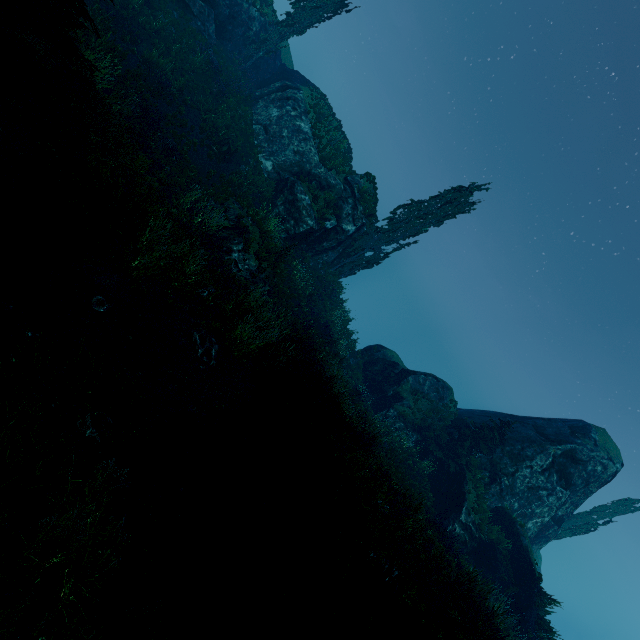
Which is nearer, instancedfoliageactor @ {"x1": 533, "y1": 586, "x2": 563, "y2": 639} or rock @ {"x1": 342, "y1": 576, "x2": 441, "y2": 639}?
rock @ {"x1": 342, "y1": 576, "x2": 441, "y2": 639}

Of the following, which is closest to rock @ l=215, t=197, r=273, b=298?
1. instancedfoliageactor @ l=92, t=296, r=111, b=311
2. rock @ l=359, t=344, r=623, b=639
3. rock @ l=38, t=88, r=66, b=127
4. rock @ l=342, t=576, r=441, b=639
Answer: rock @ l=38, t=88, r=66, b=127

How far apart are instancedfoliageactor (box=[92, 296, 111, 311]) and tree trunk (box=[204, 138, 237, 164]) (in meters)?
13.43

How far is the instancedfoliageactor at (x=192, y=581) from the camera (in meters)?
4.41

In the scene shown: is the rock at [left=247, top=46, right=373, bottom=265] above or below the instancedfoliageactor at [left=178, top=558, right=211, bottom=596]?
above

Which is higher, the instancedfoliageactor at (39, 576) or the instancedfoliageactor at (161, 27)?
the instancedfoliageactor at (161, 27)

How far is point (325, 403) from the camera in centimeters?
1202cm

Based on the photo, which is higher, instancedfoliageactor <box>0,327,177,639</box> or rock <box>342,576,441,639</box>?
rock <box>342,576,441,639</box>
